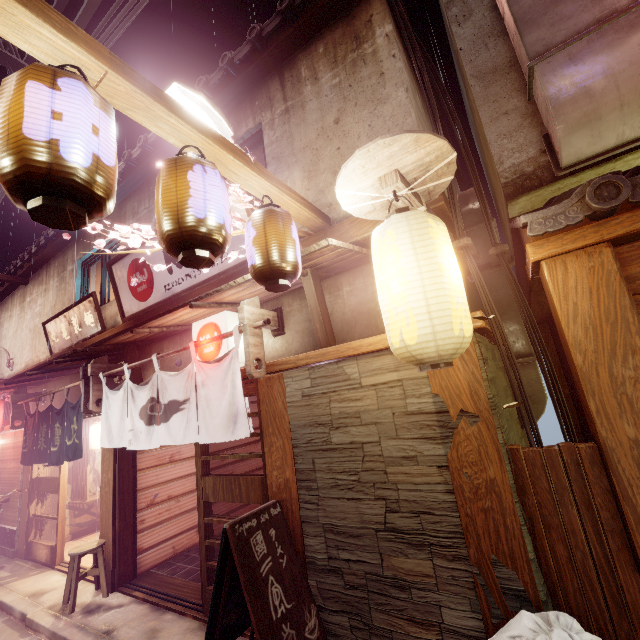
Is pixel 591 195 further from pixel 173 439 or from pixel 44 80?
pixel 173 439

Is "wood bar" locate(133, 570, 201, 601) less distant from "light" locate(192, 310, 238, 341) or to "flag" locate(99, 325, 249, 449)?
"flag" locate(99, 325, 249, 449)

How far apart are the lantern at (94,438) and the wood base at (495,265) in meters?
11.6 m

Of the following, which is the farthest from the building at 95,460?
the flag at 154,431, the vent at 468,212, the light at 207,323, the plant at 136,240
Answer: the vent at 468,212

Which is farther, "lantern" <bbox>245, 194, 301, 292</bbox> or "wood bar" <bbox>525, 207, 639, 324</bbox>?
"lantern" <bbox>245, 194, 301, 292</bbox>

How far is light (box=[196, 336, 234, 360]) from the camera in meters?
7.4 m

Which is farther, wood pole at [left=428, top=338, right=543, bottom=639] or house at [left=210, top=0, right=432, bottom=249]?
house at [left=210, top=0, right=432, bottom=249]

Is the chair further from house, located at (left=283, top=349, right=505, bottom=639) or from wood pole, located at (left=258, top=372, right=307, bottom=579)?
house, located at (left=283, top=349, right=505, bottom=639)
